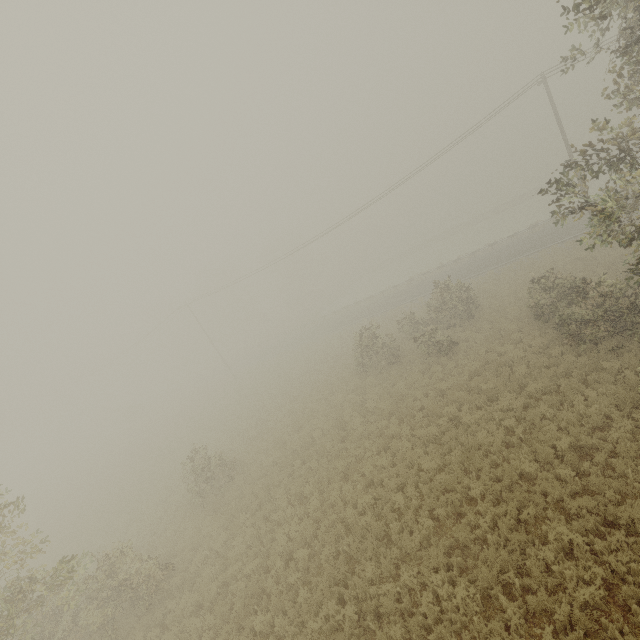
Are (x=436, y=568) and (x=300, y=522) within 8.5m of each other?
yes
